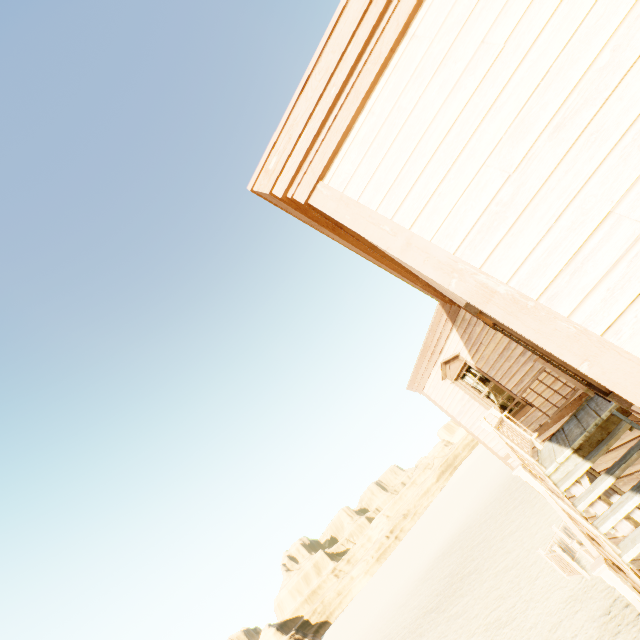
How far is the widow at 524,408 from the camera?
7.7 meters

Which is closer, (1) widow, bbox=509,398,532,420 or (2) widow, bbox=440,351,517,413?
(1) widow, bbox=509,398,532,420

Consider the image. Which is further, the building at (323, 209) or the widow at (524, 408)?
the widow at (524, 408)

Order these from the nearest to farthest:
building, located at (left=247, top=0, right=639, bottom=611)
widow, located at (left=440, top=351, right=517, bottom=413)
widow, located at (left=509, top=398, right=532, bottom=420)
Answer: building, located at (left=247, top=0, right=639, bottom=611) < widow, located at (left=509, top=398, right=532, bottom=420) < widow, located at (left=440, top=351, right=517, bottom=413)

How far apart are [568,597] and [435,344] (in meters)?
8.71

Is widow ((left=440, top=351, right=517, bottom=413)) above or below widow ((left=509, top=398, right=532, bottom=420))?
above

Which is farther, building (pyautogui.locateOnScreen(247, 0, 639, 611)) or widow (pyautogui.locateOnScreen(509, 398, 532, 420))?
widow (pyautogui.locateOnScreen(509, 398, 532, 420))
